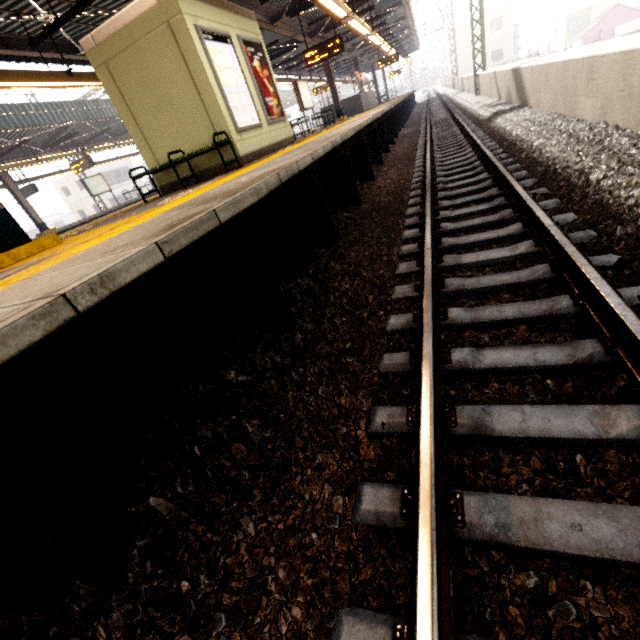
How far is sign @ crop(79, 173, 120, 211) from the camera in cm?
1979

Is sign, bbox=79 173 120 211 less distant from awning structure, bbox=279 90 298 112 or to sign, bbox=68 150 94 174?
awning structure, bbox=279 90 298 112

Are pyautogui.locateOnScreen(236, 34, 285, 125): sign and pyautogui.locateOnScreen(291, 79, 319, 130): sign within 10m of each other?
yes

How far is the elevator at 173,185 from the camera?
7.36m

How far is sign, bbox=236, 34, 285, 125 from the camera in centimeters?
739cm

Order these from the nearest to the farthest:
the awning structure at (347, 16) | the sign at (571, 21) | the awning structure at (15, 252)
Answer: the awning structure at (15, 252) → the awning structure at (347, 16) → the sign at (571, 21)

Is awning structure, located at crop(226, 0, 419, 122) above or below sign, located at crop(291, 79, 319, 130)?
above

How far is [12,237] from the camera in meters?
3.9
